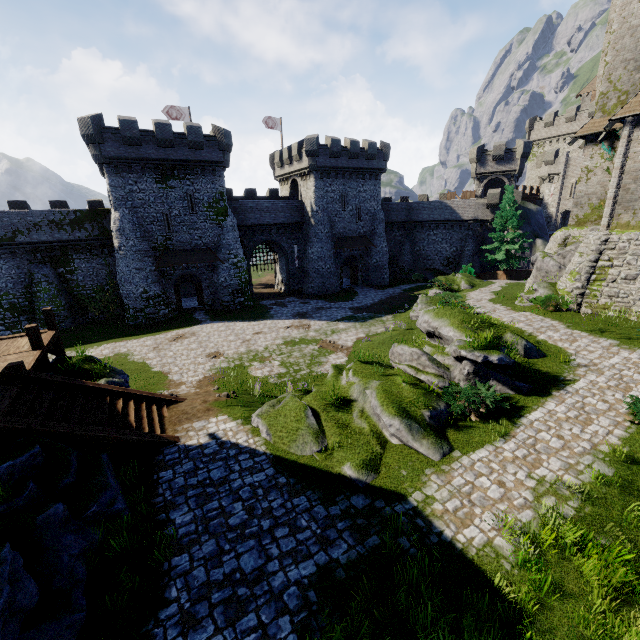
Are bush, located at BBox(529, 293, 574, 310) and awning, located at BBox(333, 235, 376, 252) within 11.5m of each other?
no

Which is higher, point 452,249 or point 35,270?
point 35,270

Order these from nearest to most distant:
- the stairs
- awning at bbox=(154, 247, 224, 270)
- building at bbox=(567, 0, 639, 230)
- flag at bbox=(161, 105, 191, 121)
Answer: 1. the stairs
2. building at bbox=(567, 0, 639, 230)
3. awning at bbox=(154, 247, 224, 270)
4. flag at bbox=(161, 105, 191, 121)

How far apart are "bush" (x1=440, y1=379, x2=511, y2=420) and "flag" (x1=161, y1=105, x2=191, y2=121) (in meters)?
38.39

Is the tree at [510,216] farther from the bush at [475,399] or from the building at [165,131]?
the bush at [475,399]

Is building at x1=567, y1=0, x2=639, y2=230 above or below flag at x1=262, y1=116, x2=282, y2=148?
below

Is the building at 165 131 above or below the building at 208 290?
above

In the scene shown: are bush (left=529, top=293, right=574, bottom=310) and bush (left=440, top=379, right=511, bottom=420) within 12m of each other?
yes
